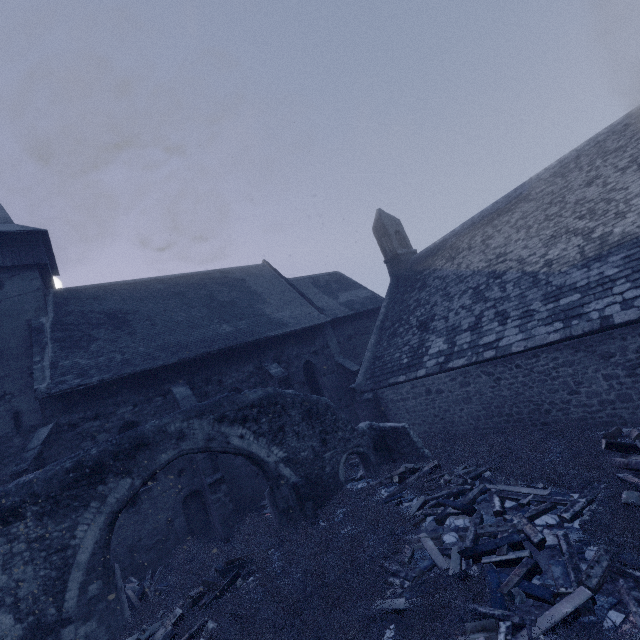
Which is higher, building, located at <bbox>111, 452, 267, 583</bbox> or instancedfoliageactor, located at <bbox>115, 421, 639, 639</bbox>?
building, located at <bbox>111, 452, 267, 583</bbox>

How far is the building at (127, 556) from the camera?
11.34m

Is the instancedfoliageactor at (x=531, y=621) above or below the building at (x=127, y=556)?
below

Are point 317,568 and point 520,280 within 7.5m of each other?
no

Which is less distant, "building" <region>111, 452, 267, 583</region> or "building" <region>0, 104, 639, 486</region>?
"building" <region>0, 104, 639, 486</region>

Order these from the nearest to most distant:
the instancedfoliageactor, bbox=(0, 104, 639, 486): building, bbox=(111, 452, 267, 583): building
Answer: the instancedfoliageactor
bbox=(0, 104, 639, 486): building
bbox=(111, 452, 267, 583): building

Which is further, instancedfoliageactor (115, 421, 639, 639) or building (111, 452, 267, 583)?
building (111, 452, 267, 583)
